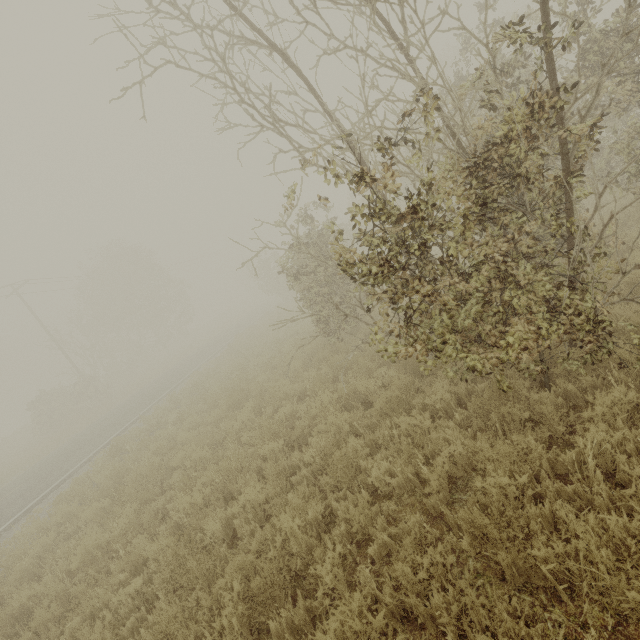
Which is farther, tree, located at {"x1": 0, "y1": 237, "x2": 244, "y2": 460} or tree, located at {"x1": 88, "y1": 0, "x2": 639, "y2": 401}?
Result: tree, located at {"x1": 0, "y1": 237, "x2": 244, "y2": 460}

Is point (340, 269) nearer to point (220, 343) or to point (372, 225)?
point (372, 225)

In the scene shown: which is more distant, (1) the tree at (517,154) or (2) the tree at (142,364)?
(2) the tree at (142,364)
